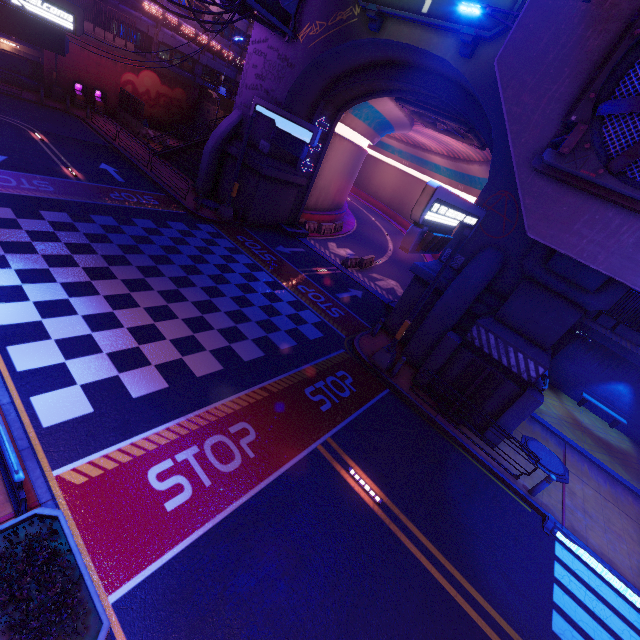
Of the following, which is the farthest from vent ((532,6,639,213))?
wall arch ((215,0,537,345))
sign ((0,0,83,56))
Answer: wall arch ((215,0,537,345))

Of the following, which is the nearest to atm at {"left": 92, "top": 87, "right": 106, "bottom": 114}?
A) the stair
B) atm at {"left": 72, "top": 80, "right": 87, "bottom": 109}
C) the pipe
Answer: atm at {"left": 72, "top": 80, "right": 87, "bottom": 109}

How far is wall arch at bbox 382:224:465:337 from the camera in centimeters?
1513cm

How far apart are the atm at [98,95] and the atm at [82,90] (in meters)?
0.45

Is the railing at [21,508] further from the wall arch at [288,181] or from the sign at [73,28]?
the wall arch at [288,181]

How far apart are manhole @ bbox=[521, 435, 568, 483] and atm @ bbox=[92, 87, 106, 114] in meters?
42.8

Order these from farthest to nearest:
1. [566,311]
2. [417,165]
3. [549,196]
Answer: [417,165], [566,311], [549,196]

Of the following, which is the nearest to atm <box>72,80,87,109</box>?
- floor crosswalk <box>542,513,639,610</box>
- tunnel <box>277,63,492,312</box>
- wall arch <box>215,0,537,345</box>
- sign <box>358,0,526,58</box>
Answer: wall arch <box>215,0,537,345</box>
